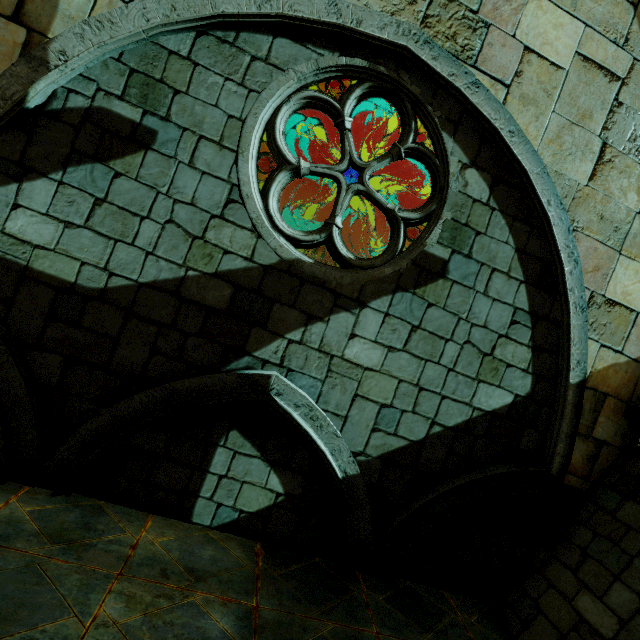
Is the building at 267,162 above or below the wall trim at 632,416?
above

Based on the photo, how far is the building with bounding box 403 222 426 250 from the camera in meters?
10.6

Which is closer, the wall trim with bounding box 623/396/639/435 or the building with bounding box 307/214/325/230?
the wall trim with bounding box 623/396/639/435

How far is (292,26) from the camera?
4.06m

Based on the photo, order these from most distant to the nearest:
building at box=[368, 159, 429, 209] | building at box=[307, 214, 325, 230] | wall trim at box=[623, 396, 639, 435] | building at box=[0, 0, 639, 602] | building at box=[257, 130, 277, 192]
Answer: building at box=[307, 214, 325, 230] → building at box=[368, 159, 429, 209] → building at box=[257, 130, 277, 192] → wall trim at box=[623, 396, 639, 435] → building at box=[0, 0, 639, 602]

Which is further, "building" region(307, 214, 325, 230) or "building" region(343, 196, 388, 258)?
"building" region(307, 214, 325, 230)

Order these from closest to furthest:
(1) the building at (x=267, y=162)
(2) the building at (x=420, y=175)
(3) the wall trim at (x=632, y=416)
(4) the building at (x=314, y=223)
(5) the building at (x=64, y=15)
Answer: (5) the building at (x=64, y=15)
(3) the wall trim at (x=632, y=416)
(1) the building at (x=267, y=162)
(2) the building at (x=420, y=175)
(4) the building at (x=314, y=223)
